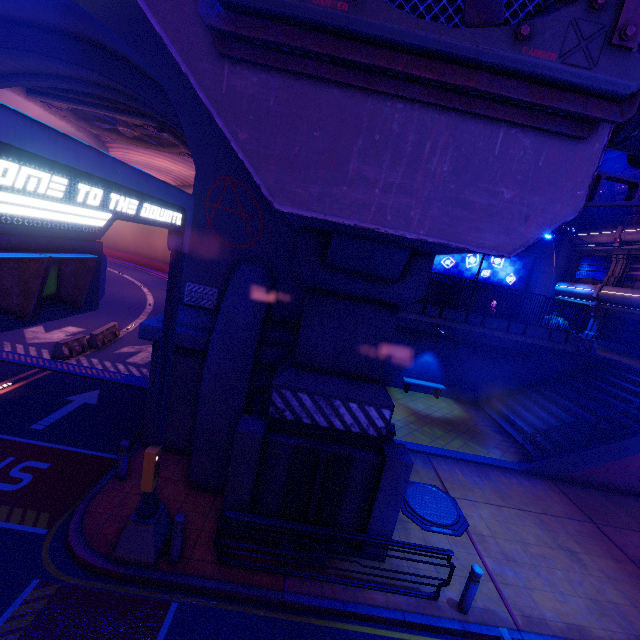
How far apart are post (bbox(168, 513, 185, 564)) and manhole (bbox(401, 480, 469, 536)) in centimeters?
595cm

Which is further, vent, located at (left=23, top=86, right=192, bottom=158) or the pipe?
the pipe

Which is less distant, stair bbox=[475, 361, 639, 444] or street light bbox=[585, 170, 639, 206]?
street light bbox=[585, 170, 639, 206]

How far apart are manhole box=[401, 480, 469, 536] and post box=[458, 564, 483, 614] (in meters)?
1.84

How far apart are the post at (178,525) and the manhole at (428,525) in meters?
5.9 m

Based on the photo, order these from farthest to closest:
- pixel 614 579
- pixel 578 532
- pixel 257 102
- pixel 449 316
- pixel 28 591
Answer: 1. pixel 449 316
2. pixel 578 532
3. pixel 614 579
4. pixel 28 591
5. pixel 257 102

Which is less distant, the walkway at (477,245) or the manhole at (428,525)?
the walkway at (477,245)

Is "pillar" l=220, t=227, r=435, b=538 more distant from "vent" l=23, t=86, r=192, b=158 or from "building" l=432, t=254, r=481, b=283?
"building" l=432, t=254, r=481, b=283
